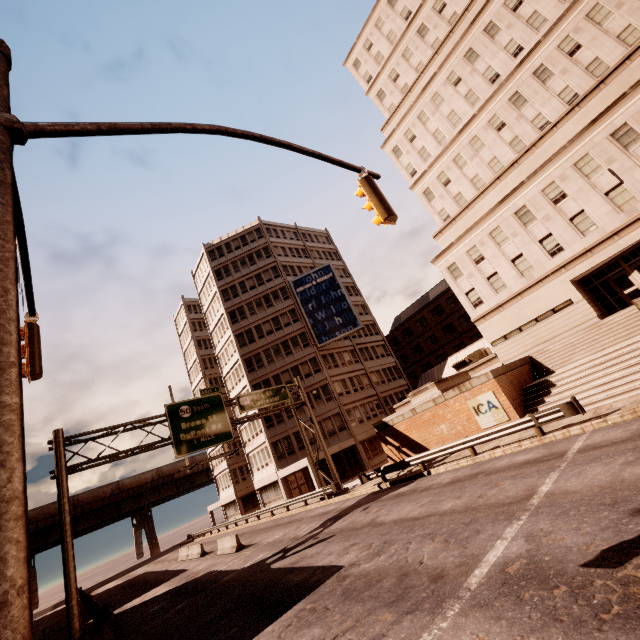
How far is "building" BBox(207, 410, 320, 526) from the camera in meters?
37.2

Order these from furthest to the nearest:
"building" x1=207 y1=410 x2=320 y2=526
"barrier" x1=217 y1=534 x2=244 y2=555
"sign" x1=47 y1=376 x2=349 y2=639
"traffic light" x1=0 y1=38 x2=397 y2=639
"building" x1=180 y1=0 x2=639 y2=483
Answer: "building" x1=207 y1=410 x2=320 y2=526 < "building" x1=180 y1=0 x2=639 y2=483 < "barrier" x1=217 y1=534 x2=244 y2=555 < "sign" x1=47 y1=376 x2=349 y2=639 < "traffic light" x1=0 y1=38 x2=397 y2=639

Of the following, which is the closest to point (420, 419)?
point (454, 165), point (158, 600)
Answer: point (158, 600)

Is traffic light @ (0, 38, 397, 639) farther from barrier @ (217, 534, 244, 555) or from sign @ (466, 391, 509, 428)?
barrier @ (217, 534, 244, 555)

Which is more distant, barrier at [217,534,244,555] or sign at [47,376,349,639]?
barrier at [217,534,244,555]

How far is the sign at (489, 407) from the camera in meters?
18.1 m

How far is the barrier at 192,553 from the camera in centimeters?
2739cm

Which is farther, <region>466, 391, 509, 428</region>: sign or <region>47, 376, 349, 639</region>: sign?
<region>466, 391, 509, 428</region>: sign
